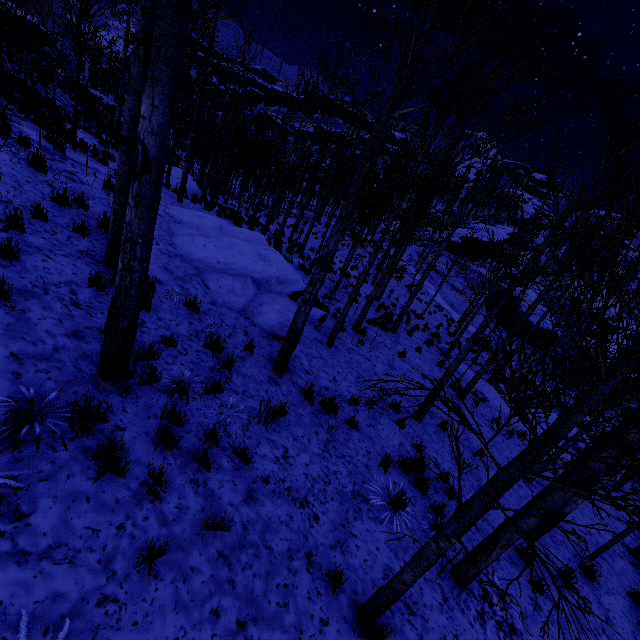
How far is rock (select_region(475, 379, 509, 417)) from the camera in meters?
14.0 m

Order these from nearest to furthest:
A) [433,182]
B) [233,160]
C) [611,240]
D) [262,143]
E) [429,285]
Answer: [611,240], [433,182], [429,285], [233,160], [262,143]

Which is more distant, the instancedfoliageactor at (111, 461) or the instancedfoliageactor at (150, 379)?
the instancedfoliageactor at (150, 379)

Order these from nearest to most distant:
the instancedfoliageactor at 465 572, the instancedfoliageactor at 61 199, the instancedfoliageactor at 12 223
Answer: the instancedfoliageactor at 465 572
the instancedfoliageactor at 12 223
the instancedfoliageactor at 61 199

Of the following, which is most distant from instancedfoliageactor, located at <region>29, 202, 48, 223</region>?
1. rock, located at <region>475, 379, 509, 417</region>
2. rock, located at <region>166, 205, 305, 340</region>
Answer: rock, located at <region>475, 379, 509, 417</region>

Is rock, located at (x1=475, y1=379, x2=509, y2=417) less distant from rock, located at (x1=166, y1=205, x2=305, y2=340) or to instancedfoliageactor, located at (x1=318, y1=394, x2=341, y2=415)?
instancedfoliageactor, located at (x1=318, y1=394, x2=341, y2=415)
